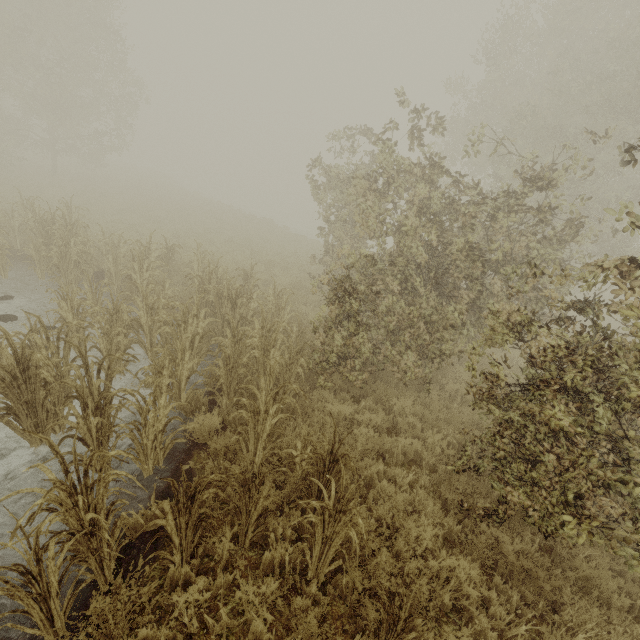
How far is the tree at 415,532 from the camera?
3.87m

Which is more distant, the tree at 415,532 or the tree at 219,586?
the tree at 415,532

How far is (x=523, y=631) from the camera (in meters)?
3.59

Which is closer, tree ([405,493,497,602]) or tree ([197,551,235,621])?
tree ([197,551,235,621])

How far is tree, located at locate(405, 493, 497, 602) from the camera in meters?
3.9
